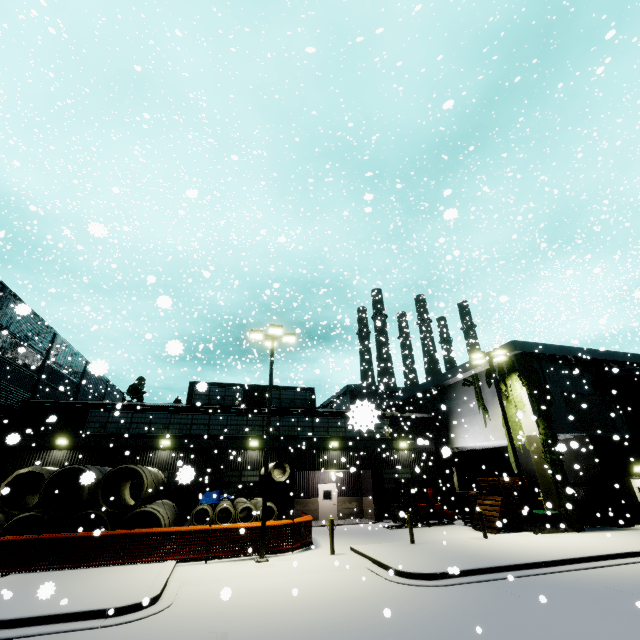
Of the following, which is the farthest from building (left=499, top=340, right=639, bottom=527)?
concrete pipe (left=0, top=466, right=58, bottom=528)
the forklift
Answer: concrete pipe (left=0, top=466, right=58, bottom=528)

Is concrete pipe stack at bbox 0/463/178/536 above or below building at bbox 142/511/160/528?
above

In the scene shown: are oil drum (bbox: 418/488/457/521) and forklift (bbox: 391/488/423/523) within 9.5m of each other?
yes

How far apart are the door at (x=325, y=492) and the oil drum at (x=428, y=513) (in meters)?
6.64

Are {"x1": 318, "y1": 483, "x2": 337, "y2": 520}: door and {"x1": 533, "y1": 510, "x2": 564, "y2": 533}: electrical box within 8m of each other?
no

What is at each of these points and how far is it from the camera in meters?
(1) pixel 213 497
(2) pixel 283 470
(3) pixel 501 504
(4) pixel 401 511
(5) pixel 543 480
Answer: (1) tarp, 10.1
(2) concrete pipe, 19.2
(3) pallet, 18.2
(4) forklift, 10.4
(5) building, 18.4

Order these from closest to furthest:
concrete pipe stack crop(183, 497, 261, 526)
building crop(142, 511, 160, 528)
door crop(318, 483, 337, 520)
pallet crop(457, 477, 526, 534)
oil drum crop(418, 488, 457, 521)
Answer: concrete pipe stack crop(183, 497, 261, 526)
pallet crop(457, 477, 526, 534)
building crop(142, 511, 160, 528)
oil drum crop(418, 488, 457, 521)
door crop(318, 483, 337, 520)

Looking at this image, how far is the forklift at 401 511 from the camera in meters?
21.2
